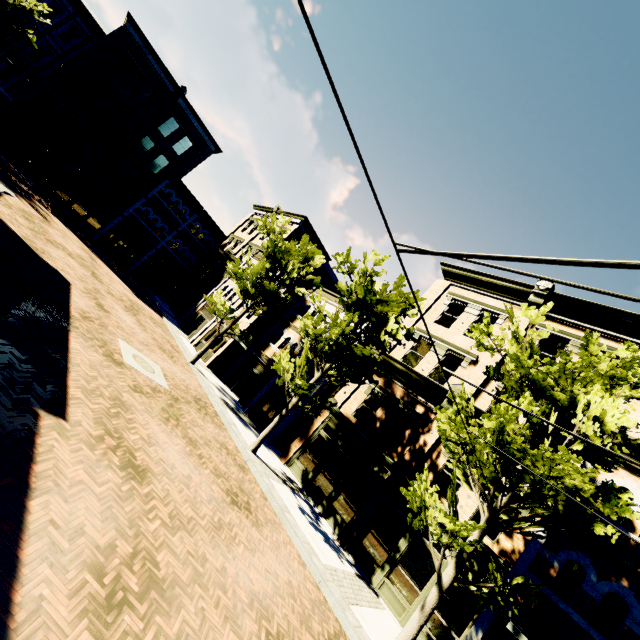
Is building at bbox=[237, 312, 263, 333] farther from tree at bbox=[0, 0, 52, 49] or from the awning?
tree at bbox=[0, 0, 52, 49]

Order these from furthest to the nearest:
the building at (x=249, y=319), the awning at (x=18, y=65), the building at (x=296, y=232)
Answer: the building at (x=296, y=232), the awning at (x=18, y=65), the building at (x=249, y=319)

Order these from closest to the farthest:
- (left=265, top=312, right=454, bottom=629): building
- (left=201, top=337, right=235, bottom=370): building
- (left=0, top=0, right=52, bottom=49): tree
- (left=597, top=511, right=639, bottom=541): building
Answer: (left=597, top=511, right=639, bottom=541): building → (left=265, top=312, right=454, bottom=629): building → (left=0, top=0, right=52, bottom=49): tree → (left=201, top=337, right=235, bottom=370): building

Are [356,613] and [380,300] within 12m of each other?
yes

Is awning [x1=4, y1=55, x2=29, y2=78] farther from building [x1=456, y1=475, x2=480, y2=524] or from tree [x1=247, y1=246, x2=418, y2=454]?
building [x1=456, y1=475, x2=480, y2=524]

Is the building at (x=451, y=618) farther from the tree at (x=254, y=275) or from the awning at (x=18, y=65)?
the awning at (x=18, y=65)

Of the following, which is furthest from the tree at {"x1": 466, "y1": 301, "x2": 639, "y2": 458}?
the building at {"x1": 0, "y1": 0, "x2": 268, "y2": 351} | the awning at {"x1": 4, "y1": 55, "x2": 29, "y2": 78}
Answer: the awning at {"x1": 4, "y1": 55, "x2": 29, "y2": 78}
